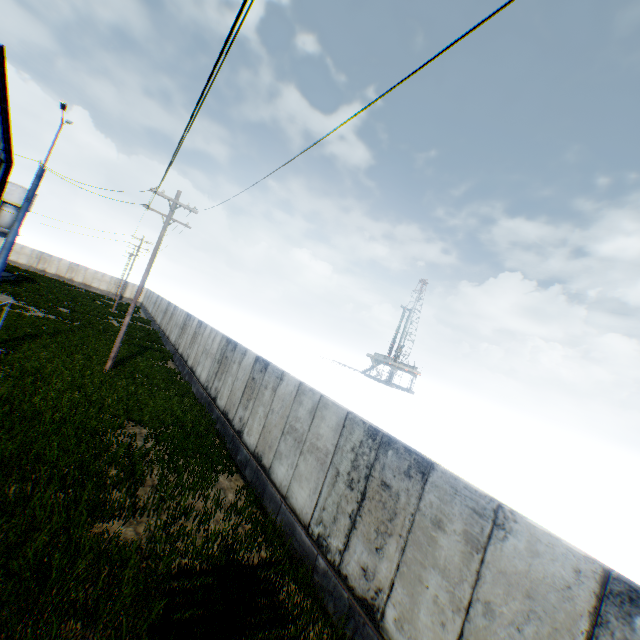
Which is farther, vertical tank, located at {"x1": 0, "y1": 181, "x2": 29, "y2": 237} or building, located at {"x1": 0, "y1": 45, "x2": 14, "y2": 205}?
vertical tank, located at {"x1": 0, "y1": 181, "x2": 29, "y2": 237}

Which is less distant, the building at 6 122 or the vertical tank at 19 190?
the building at 6 122

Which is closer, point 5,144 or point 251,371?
point 251,371
